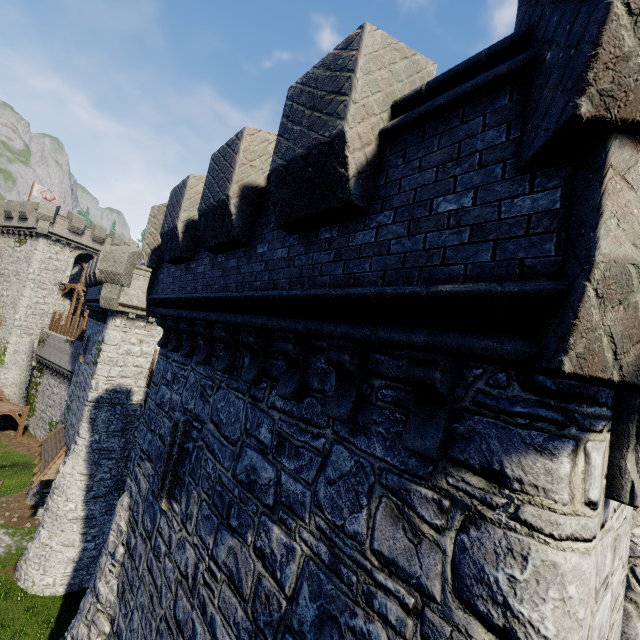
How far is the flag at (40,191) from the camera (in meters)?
38.81

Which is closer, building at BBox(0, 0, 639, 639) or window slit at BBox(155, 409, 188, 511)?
building at BBox(0, 0, 639, 639)

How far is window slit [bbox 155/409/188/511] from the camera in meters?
6.5 m

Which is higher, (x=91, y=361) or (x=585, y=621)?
(x=585, y=621)

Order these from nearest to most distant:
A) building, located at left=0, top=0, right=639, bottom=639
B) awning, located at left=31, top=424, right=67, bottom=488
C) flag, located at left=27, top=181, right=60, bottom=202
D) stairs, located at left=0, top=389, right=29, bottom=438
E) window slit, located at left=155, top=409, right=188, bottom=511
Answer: building, located at left=0, top=0, right=639, bottom=639
window slit, located at left=155, top=409, right=188, bottom=511
awning, located at left=31, top=424, right=67, bottom=488
stairs, located at left=0, top=389, right=29, bottom=438
flag, located at left=27, top=181, right=60, bottom=202

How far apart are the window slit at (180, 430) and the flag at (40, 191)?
47.5 meters

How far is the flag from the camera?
38.8 meters

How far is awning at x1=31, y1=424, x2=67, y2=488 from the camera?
17.1 meters
